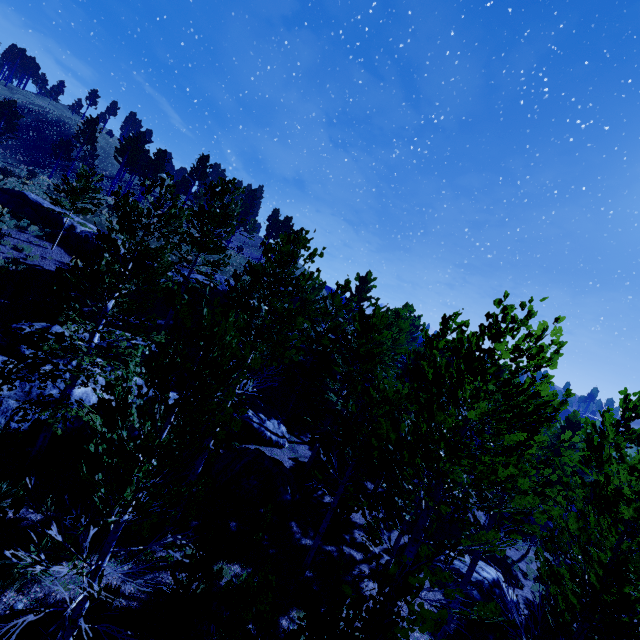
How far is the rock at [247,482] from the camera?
12.80m

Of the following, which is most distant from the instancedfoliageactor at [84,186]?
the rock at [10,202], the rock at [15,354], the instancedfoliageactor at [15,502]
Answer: the rock at [10,202]

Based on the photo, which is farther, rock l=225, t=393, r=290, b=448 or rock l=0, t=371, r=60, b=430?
rock l=225, t=393, r=290, b=448

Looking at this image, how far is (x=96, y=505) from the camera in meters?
4.7 m

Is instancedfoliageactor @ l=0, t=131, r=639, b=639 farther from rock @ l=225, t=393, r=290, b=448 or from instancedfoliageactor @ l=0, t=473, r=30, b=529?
rock @ l=225, t=393, r=290, b=448

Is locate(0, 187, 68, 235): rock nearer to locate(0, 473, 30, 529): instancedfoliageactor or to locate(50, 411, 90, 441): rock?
locate(50, 411, 90, 441): rock

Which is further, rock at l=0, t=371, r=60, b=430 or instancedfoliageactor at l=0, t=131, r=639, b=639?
rock at l=0, t=371, r=60, b=430

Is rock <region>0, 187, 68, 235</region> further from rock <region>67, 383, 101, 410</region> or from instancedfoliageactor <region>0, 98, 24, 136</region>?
instancedfoliageactor <region>0, 98, 24, 136</region>
